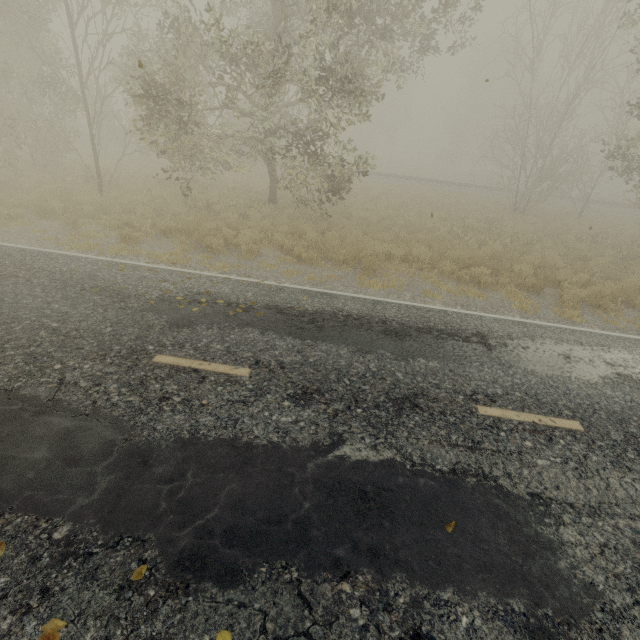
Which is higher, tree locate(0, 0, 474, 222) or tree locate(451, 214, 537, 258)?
→ tree locate(0, 0, 474, 222)

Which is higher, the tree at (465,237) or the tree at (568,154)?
the tree at (568,154)

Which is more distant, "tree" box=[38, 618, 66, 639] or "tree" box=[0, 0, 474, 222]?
"tree" box=[0, 0, 474, 222]

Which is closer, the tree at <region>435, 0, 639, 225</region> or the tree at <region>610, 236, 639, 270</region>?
the tree at <region>610, 236, 639, 270</region>

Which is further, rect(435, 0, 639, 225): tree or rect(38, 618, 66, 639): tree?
rect(435, 0, 639, 225): tree

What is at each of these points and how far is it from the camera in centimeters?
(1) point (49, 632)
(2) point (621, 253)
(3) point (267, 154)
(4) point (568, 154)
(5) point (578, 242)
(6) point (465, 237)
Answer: (1) tree, 235cm
(2) tree, 1401cm
(3) tree, 1484cm
(4) tree, 1906cm
(5) tree, 1603cm
(6) tree, 1382cm

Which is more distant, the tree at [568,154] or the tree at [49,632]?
the tree at [568,154]

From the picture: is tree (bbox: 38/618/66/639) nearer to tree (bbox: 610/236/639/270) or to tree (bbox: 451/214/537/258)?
tree (bbox: 451/214/537/258)
